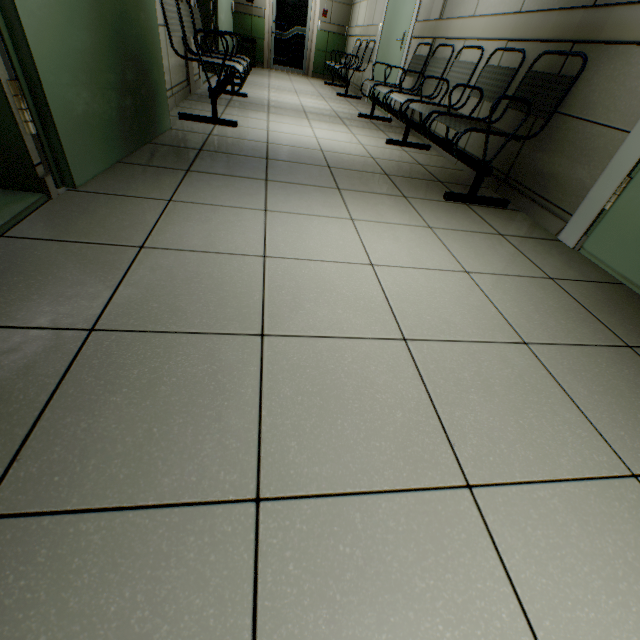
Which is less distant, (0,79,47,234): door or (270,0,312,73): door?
(0,79,47,234): door

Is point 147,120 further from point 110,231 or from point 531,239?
point 531,239

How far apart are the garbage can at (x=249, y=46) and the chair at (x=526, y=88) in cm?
758

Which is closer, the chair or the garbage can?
the chair

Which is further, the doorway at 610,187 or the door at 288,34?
the door at 288,34

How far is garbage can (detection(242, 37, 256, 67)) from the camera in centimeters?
802cm

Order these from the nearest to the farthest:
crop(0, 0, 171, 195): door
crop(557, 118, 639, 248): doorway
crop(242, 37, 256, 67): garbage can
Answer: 1. crop(0, 0, 171, 195): door
2. crop(557, 118, 639, 248): doorway
3. crop(242, 37, 256, 67): garbage can

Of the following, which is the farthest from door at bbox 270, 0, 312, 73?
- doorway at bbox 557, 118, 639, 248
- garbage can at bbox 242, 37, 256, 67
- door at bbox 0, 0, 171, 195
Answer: doorway at bbox 557, 118, 639, 248
